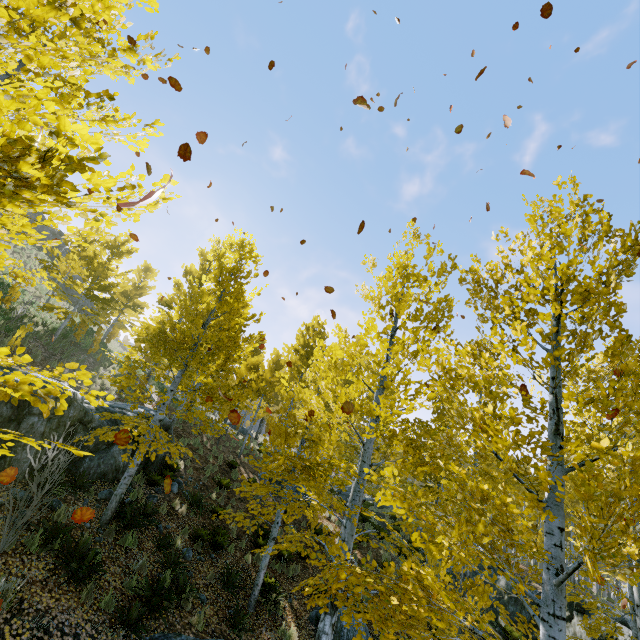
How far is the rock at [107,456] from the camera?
9.1m

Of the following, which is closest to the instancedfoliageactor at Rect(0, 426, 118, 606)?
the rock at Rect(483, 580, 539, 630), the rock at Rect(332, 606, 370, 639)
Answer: the rock at Rect(483, 580, 539, 630)

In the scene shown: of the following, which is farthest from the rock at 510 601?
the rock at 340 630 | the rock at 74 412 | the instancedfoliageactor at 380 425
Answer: the rock at 74 412

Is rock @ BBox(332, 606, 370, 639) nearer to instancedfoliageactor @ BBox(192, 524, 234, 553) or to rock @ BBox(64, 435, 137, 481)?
instancedfoliageactor @ BBox(192, 524, 234, 553)

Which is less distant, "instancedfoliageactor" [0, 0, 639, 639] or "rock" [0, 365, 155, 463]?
"instancedfoliageactor" [0, 0, 639, 639]

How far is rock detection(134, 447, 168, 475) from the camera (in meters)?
11.32

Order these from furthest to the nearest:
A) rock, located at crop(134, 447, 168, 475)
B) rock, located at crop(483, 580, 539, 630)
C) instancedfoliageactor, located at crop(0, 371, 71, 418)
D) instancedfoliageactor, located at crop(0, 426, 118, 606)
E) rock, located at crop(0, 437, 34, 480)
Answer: rock, located at crop(483, 580, 539, 630) → rock, located at crop(134, 447, 168, 475) → rock, located at crop(0, 437, 34, 480) → instancedfoliageactor, located at crop(0, 426, 118, 606) → instancedfoliageactor, located at crop(0, 371, 71, 418)

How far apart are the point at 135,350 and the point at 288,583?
9.4 meters
